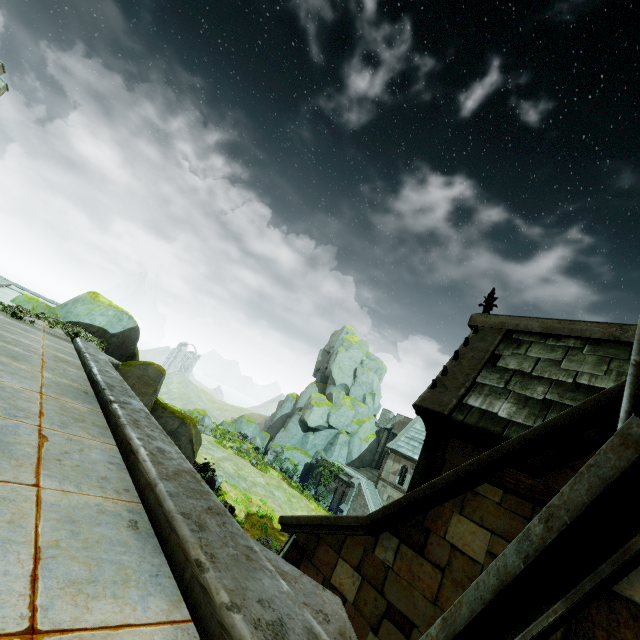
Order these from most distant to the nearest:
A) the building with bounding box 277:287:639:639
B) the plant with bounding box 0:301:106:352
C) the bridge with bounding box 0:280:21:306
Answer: the bridge with bounding box 0:280:21:306 < the plant with bounding box 0:301:106:352 < the building with bounding box 277:287:639:639

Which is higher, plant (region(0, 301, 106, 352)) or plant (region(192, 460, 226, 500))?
plant (region(0, 301, 106, 352))

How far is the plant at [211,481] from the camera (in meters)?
17.36

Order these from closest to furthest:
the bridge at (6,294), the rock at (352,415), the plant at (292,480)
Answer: the bridge at (6,294) → the plant at (292,480) → the rock at (352,415)

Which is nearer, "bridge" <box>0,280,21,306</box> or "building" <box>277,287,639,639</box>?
"building" <box>277,287,639,639</box>

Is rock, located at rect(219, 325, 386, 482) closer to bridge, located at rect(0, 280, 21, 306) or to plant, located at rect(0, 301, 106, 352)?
bridge, located at rect(0, 280, 21, 306)

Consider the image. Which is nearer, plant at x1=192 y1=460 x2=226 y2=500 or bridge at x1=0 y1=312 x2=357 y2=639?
bridge at x1=0 y1=312 x2=357 y2=639

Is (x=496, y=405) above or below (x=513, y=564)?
above
